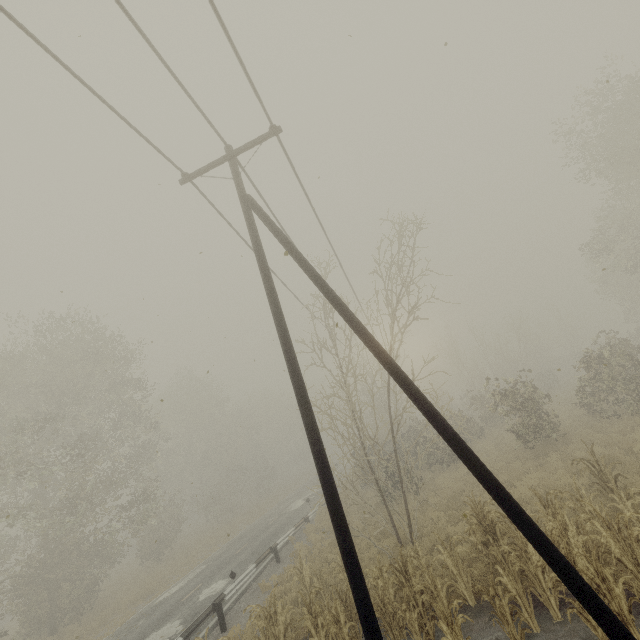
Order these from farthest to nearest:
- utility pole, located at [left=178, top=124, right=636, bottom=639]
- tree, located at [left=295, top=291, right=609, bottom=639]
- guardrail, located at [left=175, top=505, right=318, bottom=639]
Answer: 1. guardrail, located at [left=175, top=505, right=318, bottom=639]
2. tree, located at [left=295, top=291, right=609, bottom=639]
3. utility pole, located at [left=178, top=124, right=636, bottom=639]

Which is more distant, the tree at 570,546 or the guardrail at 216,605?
the guardrail at 216,605

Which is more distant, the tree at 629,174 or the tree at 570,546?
the tree at 629,174

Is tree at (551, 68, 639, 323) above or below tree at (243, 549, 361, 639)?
above

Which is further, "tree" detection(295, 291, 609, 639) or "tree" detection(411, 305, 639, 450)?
"tree" detection(411, 305, 639, 450)

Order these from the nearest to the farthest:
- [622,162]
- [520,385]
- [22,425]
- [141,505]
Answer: [22,425], [622,162], [520,385], [141,505]

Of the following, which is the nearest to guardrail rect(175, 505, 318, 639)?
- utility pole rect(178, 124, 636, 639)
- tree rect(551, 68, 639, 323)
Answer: tree rect(551, 68, 639, 323)
